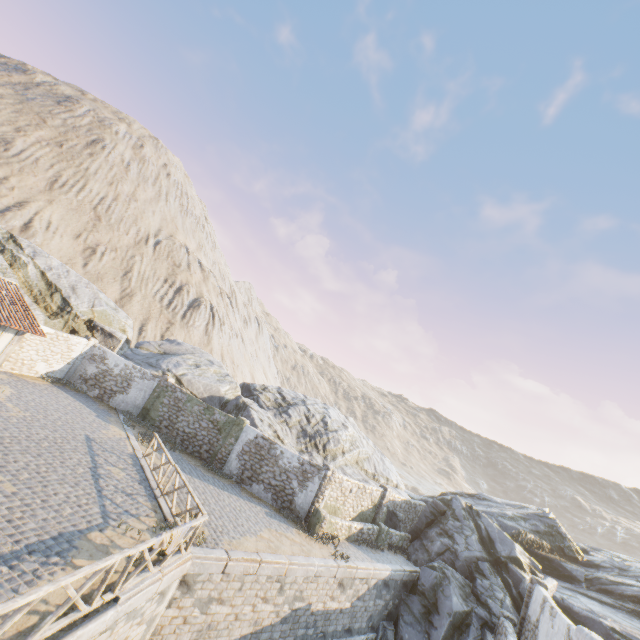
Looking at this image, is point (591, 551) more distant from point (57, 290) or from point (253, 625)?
point (57, 290)

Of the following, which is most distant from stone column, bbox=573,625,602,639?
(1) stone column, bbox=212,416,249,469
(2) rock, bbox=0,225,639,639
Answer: (1) stone column, bbox=212,416,249,469

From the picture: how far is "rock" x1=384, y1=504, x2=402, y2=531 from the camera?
21.89m

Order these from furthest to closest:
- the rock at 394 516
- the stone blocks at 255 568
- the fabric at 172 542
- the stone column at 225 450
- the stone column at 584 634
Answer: the rock at 394 516
the stone column at 225 450
the stone column at 584 634
the fabric at 172 542
the stone blocks at 255 568

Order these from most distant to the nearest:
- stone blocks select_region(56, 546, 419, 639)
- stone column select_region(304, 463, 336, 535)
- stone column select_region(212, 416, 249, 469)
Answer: stone column select_region(212, 416, 249, 469) < stone column select_region(304, 463, 336, 535) < stone blocks select_region(56, 546, 419, 639)

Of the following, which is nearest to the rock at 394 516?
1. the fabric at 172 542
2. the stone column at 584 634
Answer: the fabric at 172 542

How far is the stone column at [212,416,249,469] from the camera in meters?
18.9 m

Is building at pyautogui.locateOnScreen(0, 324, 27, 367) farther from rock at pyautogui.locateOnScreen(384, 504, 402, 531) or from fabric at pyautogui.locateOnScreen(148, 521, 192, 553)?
fabric at pyautogui.locateOnScreen(148, 521, 192, 553)
